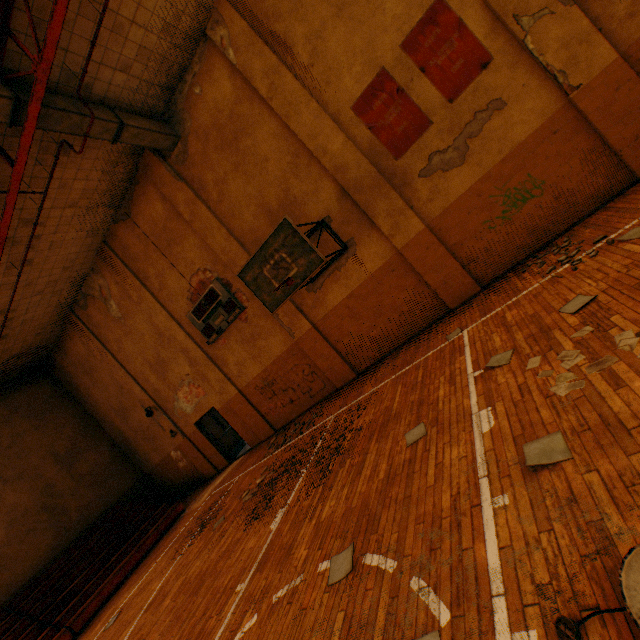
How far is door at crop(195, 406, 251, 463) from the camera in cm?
1286

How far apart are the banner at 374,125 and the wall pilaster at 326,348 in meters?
4.4

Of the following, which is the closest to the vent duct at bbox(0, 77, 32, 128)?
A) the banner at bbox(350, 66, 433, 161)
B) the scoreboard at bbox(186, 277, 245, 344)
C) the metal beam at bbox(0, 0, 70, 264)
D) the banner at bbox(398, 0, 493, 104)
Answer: the metal beam at bbox(0, 0, 70, 264)

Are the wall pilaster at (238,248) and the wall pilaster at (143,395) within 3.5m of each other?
no

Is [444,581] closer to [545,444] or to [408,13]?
[545,444]

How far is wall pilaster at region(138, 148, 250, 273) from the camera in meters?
9.2 m

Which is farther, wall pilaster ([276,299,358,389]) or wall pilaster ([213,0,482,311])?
wall pilaster ([276,299,358,389])

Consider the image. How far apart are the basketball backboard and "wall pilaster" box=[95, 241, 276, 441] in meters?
4.8
